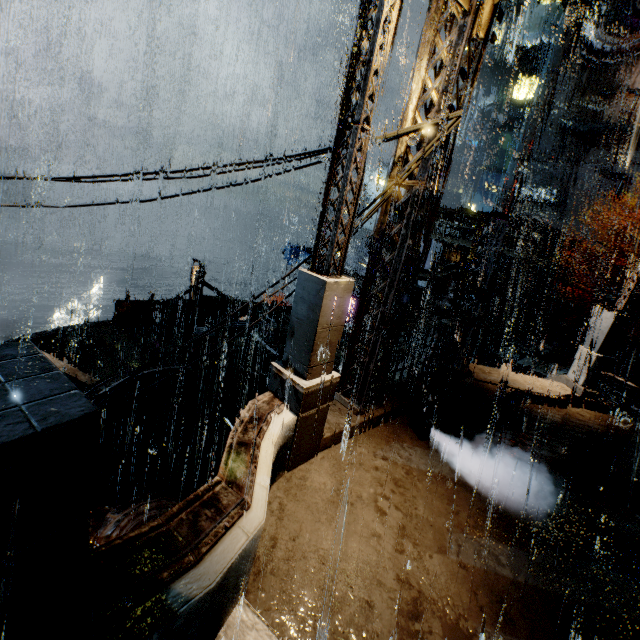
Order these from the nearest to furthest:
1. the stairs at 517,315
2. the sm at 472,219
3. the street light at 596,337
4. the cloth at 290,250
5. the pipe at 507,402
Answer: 1. the pipe at 507,402
2. the street light at 596,337
3. the sm at 472,219
4. the stairs at 517,315
5. the cloth at 290,250

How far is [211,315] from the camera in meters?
19.5 m

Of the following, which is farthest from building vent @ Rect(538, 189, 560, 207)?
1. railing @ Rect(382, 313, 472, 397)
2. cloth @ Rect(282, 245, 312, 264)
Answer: railing @ Rect(382, 313, 472, 397)

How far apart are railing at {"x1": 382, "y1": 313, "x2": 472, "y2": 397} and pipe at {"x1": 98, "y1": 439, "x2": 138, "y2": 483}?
15.8m

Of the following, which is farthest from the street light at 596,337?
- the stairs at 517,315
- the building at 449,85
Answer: the stairs at 517,315

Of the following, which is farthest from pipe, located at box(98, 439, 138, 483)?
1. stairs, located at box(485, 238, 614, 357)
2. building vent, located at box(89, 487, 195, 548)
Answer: stairs, located at box(485, 238, 614, 357)

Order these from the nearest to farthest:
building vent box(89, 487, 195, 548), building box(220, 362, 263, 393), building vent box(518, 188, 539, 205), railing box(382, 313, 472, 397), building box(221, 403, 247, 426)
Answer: railing box(382, 313, 472, 397)
building vent box(89, 487, 195, 548)
building box(220, 362, 263, 393)
building box(221, 403, 247, 426)
building vent box(518, 188, 539, 205)

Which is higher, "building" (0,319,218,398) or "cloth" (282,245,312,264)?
"cloth" (282,245,312,264)
